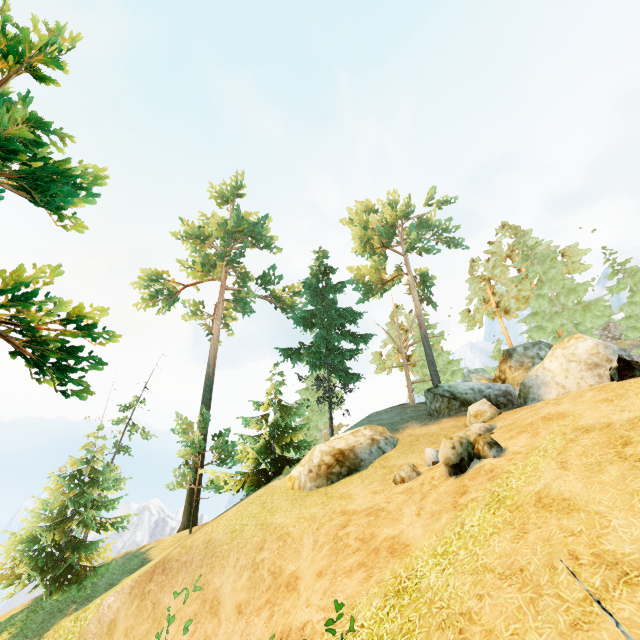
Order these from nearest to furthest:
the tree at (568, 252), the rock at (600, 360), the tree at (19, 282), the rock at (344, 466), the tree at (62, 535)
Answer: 1. the rock at (600, 360)
2. the tree at (19, 282)
3. the rock at (344, 466)
4. the tree at (62, 535)
5. the tree at (568, 252)

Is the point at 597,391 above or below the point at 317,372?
below

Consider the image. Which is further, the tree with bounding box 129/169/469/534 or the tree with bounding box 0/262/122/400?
the tree with bounding box 129/169/469/534

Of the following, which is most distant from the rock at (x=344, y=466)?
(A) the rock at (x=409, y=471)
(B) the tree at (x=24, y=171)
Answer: (B) the tree at (x=24, y=171)

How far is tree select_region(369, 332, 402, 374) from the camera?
41.09m

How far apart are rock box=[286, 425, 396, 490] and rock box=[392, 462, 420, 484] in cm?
365

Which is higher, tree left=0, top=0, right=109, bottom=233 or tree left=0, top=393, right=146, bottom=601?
tree left=0, top=0, right=109, bottom=233

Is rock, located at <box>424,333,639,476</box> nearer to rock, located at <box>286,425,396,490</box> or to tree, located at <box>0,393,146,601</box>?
rock, located at <box>286,425,396,490</box>
